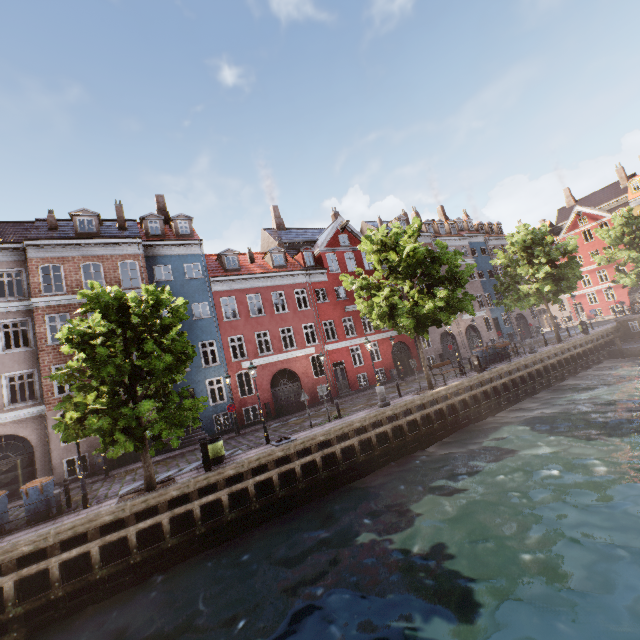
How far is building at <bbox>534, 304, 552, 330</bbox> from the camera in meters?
50.9

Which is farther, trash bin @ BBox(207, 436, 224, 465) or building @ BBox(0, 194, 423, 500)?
building @ BBox(0, 194, 423, 500)

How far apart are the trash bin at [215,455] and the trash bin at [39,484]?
5.4 meters

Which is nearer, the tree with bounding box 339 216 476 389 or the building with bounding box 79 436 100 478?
the tree with bounding box 339 216 476 389

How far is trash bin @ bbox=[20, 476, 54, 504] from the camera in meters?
11.4

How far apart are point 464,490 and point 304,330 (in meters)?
17.00

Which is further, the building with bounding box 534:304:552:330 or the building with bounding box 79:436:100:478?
the building with bounding box 534:304:552:330

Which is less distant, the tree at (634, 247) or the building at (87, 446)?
the building at (87, 446)
